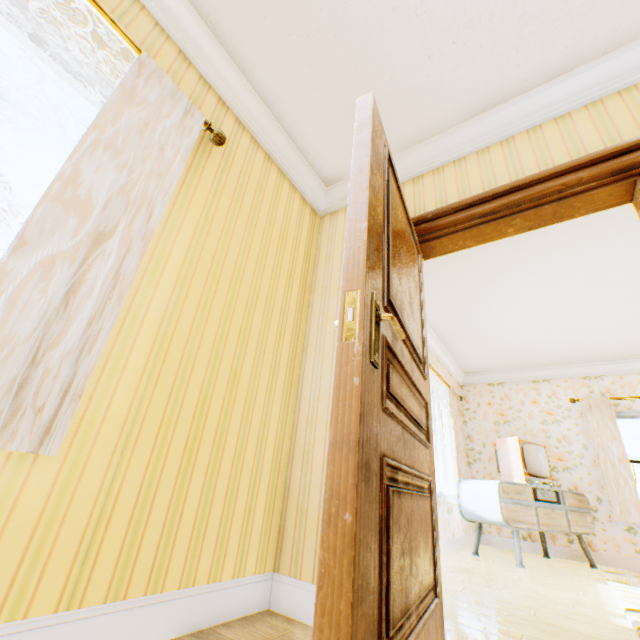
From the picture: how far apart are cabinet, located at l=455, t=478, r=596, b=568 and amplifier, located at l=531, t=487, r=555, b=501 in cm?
2

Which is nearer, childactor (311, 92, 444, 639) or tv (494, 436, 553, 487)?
childactor (311, 92, 444, 639)

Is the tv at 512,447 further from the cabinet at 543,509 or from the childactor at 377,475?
the childactor at 377,475

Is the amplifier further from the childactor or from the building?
the childactor

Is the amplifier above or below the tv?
below

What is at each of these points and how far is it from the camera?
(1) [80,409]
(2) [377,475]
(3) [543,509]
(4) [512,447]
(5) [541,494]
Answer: (1) building, 1.2 meters
(2) childactor, 0.9 meters
(3) cabinet, 4.5 meters
(4) tv, 4.9 meters
(5) amplifier, 4.6 meters

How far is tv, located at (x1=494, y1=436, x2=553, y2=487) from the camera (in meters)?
4.73

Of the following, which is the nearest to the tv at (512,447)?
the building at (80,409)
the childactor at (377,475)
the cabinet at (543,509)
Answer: the cabinet at (543,509)
